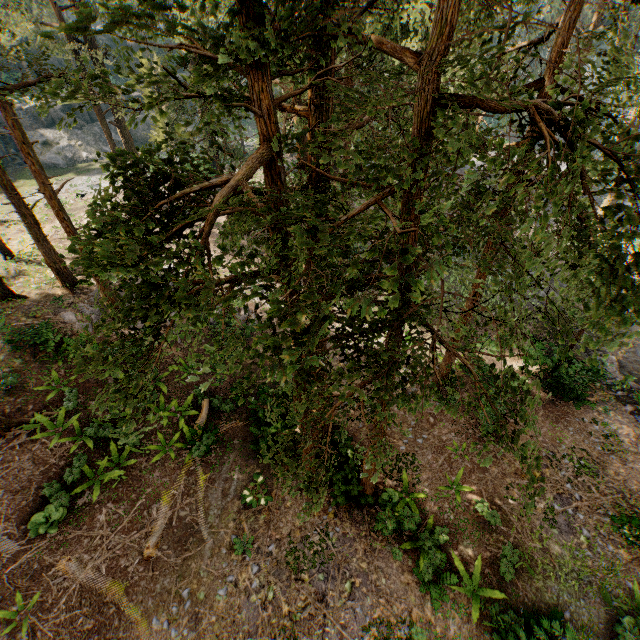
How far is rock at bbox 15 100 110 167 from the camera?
37.6 meters

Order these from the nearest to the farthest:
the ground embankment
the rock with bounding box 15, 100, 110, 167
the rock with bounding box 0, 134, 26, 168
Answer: the ground embankment → the rock with bounding box 0, 134, 26, 168 → the rock with bounding box 15, 100, 110, 167

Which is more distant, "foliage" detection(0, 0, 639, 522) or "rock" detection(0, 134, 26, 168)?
"rock" detection(0, 134, 26, 168)

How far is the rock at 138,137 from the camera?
45.53m

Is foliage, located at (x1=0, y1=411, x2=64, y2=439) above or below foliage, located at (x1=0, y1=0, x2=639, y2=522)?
below

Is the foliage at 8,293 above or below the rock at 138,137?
below

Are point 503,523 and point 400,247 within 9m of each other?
no
